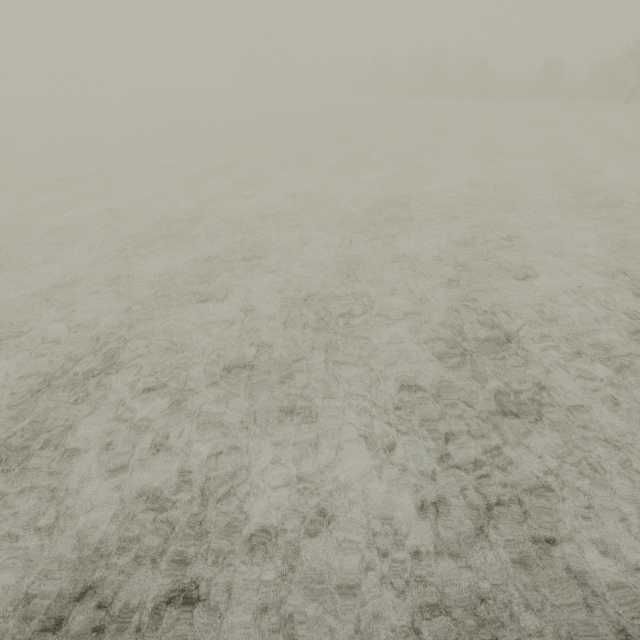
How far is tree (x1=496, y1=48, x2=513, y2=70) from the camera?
57.97m

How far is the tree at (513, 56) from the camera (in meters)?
57.97

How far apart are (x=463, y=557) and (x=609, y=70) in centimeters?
3454cm
